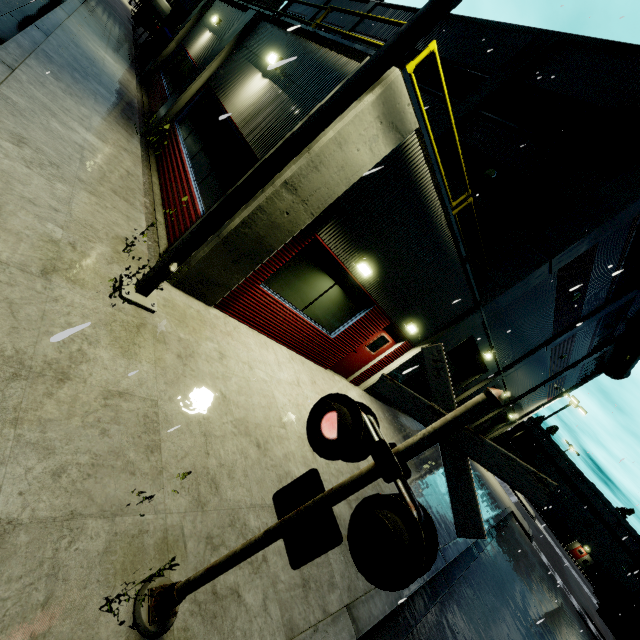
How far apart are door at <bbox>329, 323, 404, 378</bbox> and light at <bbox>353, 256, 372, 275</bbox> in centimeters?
254cm

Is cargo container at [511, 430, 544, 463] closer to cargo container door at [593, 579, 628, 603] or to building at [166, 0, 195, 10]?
cargo container door at [593, 579, 628, 603]

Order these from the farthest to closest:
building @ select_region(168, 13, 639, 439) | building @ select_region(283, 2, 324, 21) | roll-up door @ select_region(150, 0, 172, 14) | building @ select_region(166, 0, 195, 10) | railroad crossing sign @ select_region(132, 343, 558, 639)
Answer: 1. roll-up door @ select_region(150, 0, 172, 14)
2. building @ select_region(166, 0, 195, 10)
3. building @ select_region(283, 2, 324, 21)
4. building @ select_region(168, 13, 639, 439)
5. railroad crossing sign @ select_region(132, 343, 558, 639)

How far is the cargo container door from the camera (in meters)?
21.26

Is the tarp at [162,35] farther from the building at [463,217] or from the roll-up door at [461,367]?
the roll-up door at [461,367]

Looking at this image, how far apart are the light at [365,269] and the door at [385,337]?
2.5m

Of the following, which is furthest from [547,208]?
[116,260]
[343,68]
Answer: [116,260]

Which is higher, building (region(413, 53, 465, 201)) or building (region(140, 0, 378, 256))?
building (region(413, 53, 465, 201))
